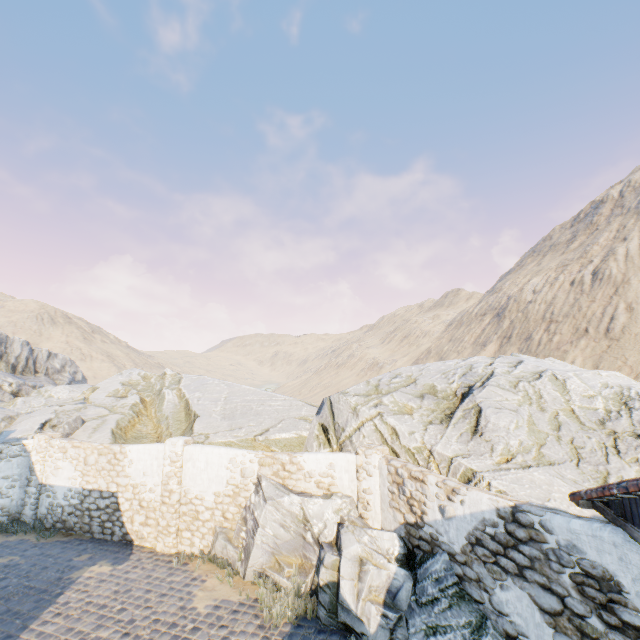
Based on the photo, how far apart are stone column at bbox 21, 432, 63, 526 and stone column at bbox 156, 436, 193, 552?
5.6m

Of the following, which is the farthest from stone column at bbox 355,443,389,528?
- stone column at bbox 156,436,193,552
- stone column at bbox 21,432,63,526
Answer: stone column at bbox 21,432,63,526

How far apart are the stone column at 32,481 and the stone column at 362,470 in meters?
12.0

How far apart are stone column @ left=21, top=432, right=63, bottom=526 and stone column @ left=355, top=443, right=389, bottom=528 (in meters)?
12.04

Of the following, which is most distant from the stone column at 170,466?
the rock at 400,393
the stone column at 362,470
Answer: the stone column at 362,470

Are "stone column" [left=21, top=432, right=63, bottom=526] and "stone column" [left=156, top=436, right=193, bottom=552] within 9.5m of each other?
yes

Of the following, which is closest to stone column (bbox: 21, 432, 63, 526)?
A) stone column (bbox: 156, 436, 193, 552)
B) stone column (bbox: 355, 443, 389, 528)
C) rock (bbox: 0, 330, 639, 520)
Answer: rock (bbox: 0, 330, 639, 520)

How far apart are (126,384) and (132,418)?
6.7m
